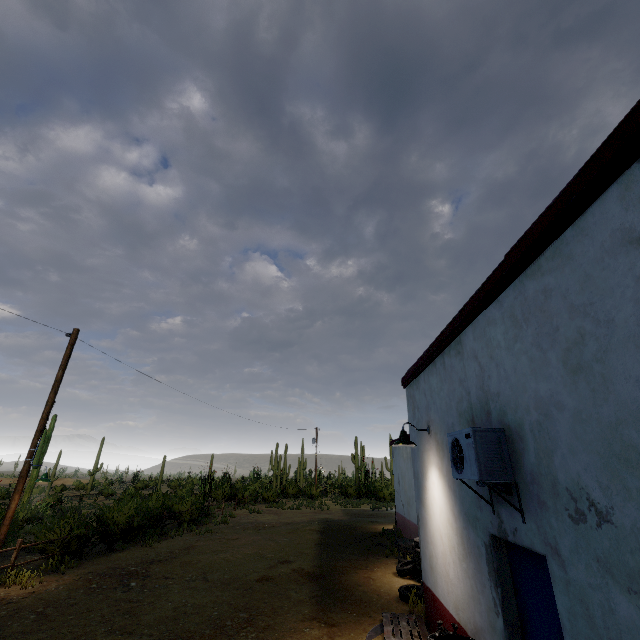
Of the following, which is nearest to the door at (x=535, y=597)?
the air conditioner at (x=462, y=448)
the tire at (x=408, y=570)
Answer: the air conditioner at (x=462, y=448)

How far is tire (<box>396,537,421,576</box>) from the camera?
9.2m

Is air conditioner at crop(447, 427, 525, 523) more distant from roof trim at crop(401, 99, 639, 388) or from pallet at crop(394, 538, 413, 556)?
pallet at crop(394, 538, 413, 556)

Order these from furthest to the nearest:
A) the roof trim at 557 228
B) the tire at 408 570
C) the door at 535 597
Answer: the tire at 408 570 < the door at 535 597 < the roof trim at 557 228

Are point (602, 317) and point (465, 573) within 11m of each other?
yes

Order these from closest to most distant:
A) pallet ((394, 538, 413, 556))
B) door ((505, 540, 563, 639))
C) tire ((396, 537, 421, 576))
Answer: door ((505, 540, 563, 639)) < tire ((396, 537, 421, 576)) < pallet ((394, 538, 413, 556))

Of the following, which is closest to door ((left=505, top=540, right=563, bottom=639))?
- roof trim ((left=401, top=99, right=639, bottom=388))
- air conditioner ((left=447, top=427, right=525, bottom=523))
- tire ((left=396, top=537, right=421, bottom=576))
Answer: air conditioner ((left=447, top=427, right=525, bottom=523))
